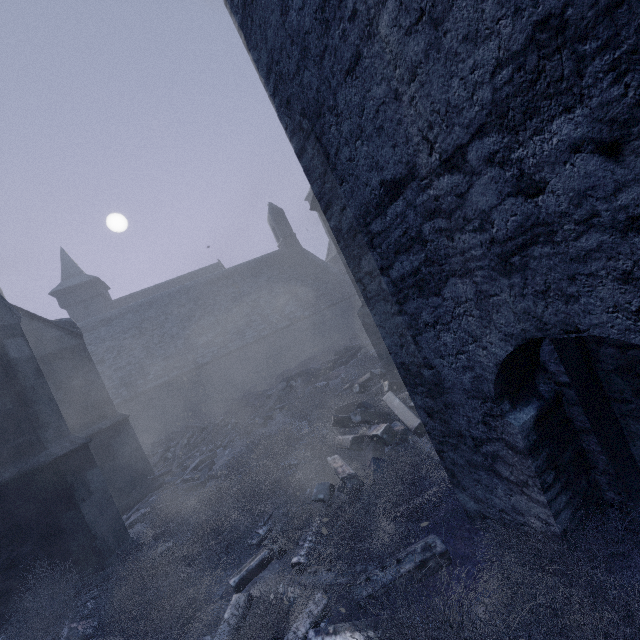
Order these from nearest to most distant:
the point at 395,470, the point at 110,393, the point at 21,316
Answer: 1. the point at 395,470
2. the point at 21,316
3. the point at 110,393

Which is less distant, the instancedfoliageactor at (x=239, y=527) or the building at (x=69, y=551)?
the building at (x=69, y=551)

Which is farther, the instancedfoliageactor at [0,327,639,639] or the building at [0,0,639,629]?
the instancedfoliageactor at [0,327,639,639]

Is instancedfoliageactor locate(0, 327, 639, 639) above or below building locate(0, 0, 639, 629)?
below

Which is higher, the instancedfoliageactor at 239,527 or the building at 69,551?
the building at 69,551
